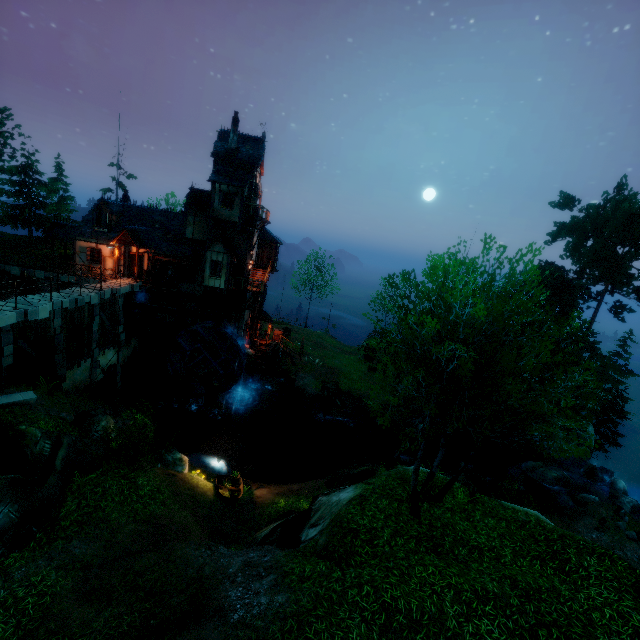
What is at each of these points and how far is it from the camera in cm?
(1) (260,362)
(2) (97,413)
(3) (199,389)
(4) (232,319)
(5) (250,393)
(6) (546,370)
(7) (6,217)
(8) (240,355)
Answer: (1) wooden platform, 3078
(2) rock, 1560
(3) water wheel, 2762
(4) tower, 2945
(5) stone arch, 3131
(6) tree, 3356
(7) tree, 4091
(8) water wheel, 2703

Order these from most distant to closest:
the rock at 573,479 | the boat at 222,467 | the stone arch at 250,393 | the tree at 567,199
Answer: the tree at 567,199, the stone arch at 250,393, the rock at 573,479, the boat at 222,467

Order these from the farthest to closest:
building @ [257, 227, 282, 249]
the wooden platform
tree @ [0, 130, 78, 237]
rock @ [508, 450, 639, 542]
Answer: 1. tree @ [0, 130, 78, 237]
2. building @ [257, 227, 282, 249]
3. the wooden platform
4. rock @ [508, 450, 639, 542]

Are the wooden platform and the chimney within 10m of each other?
no

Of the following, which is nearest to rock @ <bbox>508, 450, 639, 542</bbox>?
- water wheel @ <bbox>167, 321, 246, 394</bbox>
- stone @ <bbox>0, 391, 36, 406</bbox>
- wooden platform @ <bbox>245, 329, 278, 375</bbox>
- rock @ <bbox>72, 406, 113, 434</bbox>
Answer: wooden platform @ <bbox>245, 329, 278, 375</bbox>

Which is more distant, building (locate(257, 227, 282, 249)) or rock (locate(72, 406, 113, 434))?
building (locate(257, 227, 282, 249))

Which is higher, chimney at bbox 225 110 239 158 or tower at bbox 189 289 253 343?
chimney at bbox 225 110 239 158

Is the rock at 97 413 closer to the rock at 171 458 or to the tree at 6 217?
the rock at 171 458
